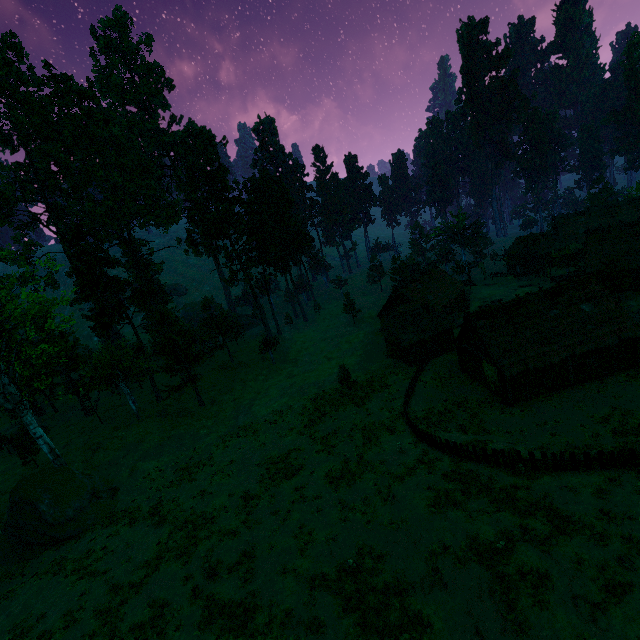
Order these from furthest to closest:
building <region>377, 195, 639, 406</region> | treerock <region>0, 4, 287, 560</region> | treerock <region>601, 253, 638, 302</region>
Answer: treerock <region>601, 253, 638, 302</region> → treerock <region>0, 4, 287, 560</region> → building <region>377, 195, 639, 406</region>

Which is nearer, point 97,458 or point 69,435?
point 97,458

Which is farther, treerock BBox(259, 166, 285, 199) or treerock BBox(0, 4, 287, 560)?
treerock BBox(259, 166, 285, 199)

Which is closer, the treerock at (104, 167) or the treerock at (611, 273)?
the treerock at (104, 167)

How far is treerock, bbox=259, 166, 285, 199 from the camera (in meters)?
58.01

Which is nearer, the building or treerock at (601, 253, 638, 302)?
the building
